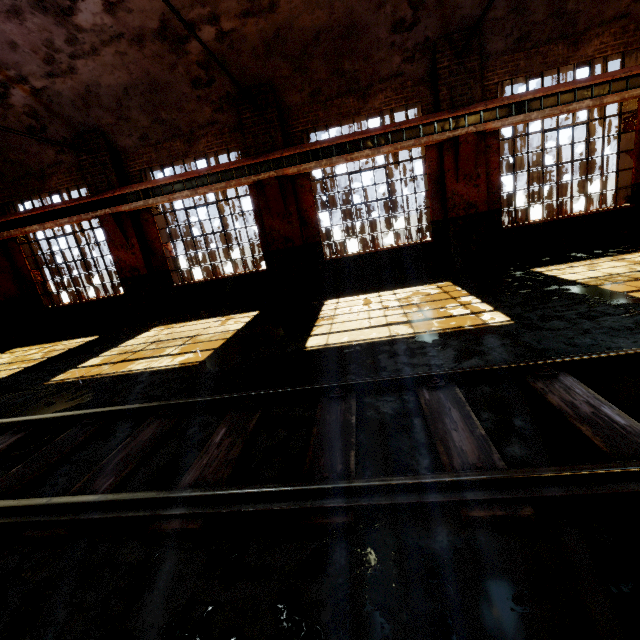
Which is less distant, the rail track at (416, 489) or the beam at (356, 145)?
the rail track at (416, 489)

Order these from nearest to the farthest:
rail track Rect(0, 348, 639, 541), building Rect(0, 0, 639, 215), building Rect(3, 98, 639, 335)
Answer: rail track Rect(0, 348, 639, 541)
building Rect(0, 0, 639, 215)
building Rect(3, 98, 639, 335)

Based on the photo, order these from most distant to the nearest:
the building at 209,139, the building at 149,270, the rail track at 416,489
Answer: the building at 149,270 < the building at 209,139 < the rail track at 416,489

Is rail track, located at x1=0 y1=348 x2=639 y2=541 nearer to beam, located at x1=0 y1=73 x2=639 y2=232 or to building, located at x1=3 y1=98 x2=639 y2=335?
building, located at x1=3 y1=98 x2=639 y2=335

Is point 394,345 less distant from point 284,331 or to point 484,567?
point 284,331

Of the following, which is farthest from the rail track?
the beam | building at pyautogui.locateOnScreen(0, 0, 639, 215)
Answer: the beam

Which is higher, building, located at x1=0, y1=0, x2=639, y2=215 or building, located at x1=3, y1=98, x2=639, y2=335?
building, located at x1=0, y1=0, x2=639, y2=215

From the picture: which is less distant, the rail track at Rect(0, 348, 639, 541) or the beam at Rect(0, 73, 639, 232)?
the rail track at Rect(0, 348, 639, 541)
